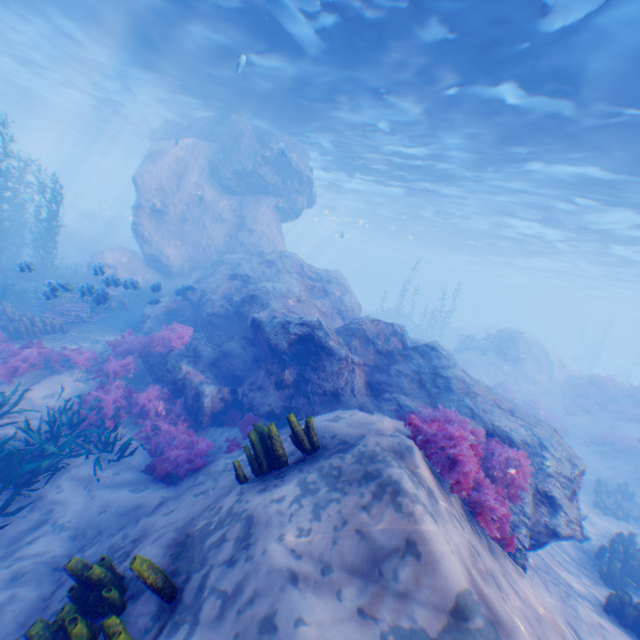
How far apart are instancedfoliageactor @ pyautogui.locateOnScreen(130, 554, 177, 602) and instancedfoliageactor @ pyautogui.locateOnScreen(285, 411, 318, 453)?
1.2m

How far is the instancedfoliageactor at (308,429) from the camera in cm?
448

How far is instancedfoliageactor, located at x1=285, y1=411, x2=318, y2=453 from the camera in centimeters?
448cm

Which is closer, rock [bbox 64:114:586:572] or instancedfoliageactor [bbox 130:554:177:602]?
instancedfoliageactor [bbox 130:554:177:602]

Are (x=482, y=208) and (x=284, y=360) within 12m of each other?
no

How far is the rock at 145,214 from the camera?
7.4 meters

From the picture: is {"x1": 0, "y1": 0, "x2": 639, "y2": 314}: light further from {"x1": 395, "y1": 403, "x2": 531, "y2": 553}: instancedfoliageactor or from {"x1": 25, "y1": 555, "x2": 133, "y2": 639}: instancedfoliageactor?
{"x1": 25, "y1": 555, "x2": 133, "y2": 639}: instancedfoliageactor

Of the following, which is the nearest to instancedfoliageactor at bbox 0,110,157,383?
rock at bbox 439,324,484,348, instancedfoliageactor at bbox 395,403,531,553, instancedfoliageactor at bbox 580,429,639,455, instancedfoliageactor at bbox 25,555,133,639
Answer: instancedfoliageactor at bbox 25,555,133,639
